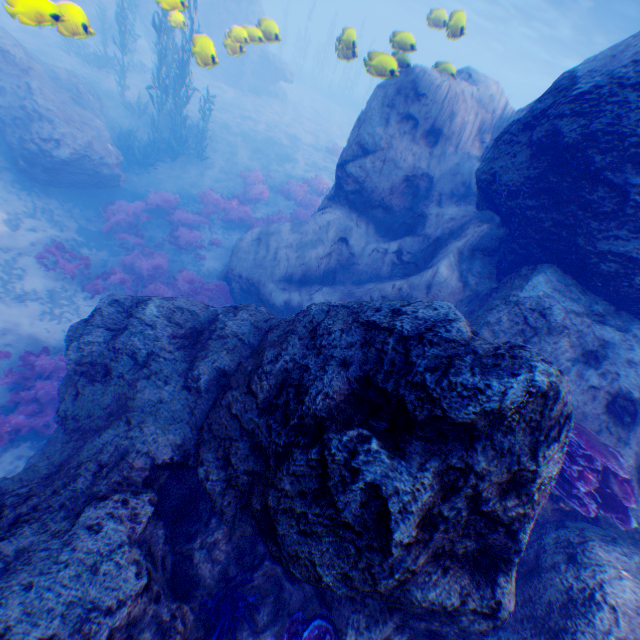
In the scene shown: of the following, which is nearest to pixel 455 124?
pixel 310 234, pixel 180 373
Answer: pixel 310 234

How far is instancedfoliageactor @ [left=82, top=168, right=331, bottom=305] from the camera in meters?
10.7 m

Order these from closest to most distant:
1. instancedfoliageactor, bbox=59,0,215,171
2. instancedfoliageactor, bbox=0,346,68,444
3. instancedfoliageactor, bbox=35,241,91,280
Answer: instancedfoliageactor, bbox=0,346,68,444
instancedfoliageactor, bbox=35,241,91,280
instancedfoliageactor, bbox=59,0,215,171

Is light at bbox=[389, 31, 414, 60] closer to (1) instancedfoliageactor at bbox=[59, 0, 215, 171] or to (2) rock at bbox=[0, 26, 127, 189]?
(2) rock at bbox=[0, 26, 127, 189]

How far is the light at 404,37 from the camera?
7.0m

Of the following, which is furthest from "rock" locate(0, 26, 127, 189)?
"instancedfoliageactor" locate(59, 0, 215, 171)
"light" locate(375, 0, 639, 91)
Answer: "instancedfoliageactor" locate(59, 0, 215, 171)

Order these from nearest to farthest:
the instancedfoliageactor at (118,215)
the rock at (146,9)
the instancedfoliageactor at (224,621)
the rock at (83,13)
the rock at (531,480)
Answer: the rock at (531,480) < the instancedfoliageactor at (224,621) < the rock at (83,13) < the instancedfoliageactor at (118,215) < the rock at (146,9)

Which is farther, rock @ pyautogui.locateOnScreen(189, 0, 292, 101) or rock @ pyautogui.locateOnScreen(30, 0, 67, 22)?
rock @ pyautogui.locateOnScreen(189, 0, 292, 101)
